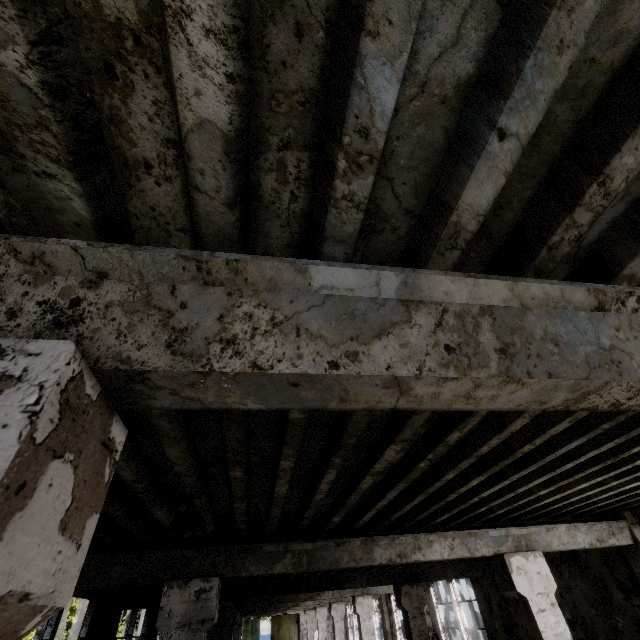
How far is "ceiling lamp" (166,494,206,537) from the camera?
3.46m

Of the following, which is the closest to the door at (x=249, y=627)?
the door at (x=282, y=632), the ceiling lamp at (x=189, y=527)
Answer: the door at (x=282, y=632)

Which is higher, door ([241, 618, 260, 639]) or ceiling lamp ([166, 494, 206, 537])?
ceiling lamp ([166, 494, 206, 537])

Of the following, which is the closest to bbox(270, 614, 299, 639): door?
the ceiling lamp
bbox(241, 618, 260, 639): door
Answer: bbox(241, 618, 260, 639): door

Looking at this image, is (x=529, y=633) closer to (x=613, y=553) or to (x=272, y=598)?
(x=613, y=553)

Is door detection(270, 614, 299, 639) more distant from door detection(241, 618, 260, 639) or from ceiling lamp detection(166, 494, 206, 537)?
ceiling lamp detection(166, 494, 206, 537)

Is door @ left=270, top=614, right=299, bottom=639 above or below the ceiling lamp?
below
